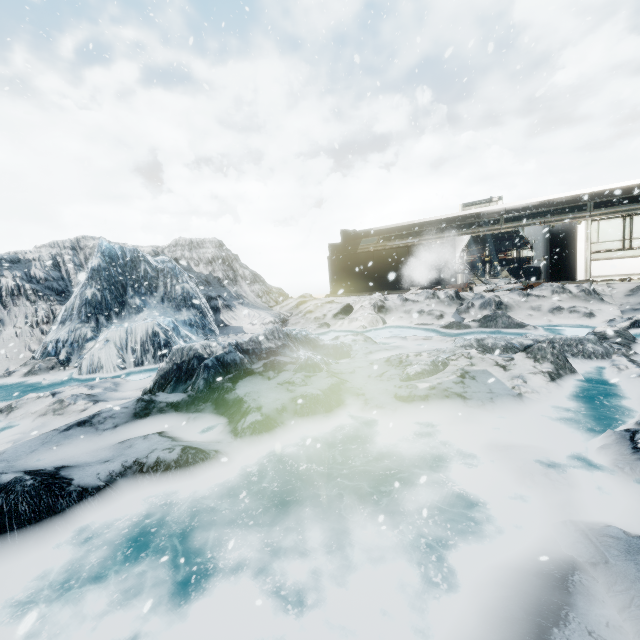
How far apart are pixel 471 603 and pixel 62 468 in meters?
4.8 m
